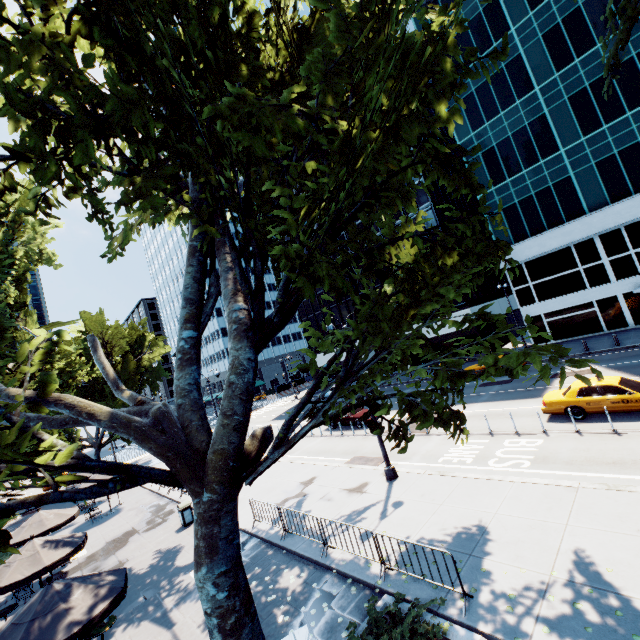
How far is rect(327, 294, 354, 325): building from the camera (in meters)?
50.72

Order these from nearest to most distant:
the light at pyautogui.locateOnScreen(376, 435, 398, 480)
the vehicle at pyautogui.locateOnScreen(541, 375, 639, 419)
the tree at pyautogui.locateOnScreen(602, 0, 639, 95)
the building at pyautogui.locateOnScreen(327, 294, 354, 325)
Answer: the tree at pyautogui.locateOnScreen(602, 0, 639, 95) < the vehicle at pyautogui.locateOnScreen(541, 375, 639, 419) < the light at pyautogui.locateOnScreen(376, 435, 398, 480) < the building at pyautogui.locateOnScreen(327, 294, 354, 325)

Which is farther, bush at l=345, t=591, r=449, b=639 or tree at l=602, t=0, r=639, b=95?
bush at l=345, t=591, r=449, b=639

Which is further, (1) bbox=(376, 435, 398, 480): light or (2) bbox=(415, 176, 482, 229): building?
(2) bbox=(415, 176, 482, 229): building

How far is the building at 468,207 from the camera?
39.2 meters

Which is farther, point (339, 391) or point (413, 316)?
point (413, 316)

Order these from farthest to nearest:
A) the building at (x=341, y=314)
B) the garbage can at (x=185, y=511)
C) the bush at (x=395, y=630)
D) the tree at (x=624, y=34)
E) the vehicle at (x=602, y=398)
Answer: the building at (x=341, y=314) < the garbage can at (x=185, y=511) < the vehicle at (x=602, y=398) < the bush at (x=395, y=630) < the tree at (x=624, y=34)

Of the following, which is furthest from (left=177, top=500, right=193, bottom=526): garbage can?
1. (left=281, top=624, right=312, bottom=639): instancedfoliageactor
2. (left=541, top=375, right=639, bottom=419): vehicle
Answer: (left=541, top=375, right=639, bottom=419): vehicle
